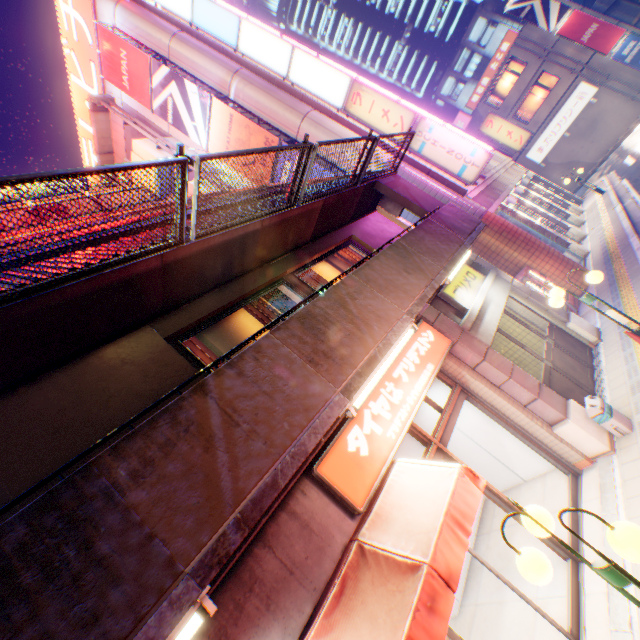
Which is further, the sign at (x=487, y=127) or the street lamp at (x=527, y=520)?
the sign at (x=487, y=127)

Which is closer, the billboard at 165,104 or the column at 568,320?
the column at 568,320

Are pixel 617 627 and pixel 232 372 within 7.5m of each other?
yes

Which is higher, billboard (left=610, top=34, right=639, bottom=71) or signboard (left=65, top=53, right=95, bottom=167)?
signboard (left=65, top=53, right=95, bottom=167)

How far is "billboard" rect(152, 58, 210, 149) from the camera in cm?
1614

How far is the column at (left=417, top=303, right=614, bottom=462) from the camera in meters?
5.9

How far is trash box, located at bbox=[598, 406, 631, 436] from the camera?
5.7m

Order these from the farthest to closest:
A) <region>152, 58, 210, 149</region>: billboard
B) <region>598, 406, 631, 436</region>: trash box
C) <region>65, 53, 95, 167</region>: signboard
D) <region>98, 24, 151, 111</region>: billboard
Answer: <region>65, 53, 95, 167</region>: signboard
<region>98, 24, 151, 111</region>: billboard
<region>152, 58, 210, 149</region>: billboard
<region>598, 406, 631, 436</region>: trash box
